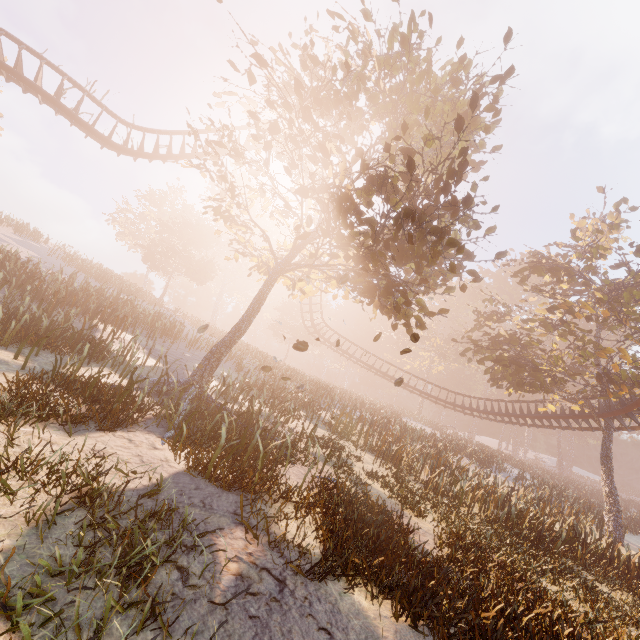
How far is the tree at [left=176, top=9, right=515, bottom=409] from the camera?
8.4m

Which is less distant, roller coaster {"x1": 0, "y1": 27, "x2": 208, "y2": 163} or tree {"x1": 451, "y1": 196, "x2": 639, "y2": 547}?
roller coaster {"x1": 0, "y1": 27, "x2": 208, "y2": 163}

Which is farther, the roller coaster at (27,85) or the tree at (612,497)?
the tree at (612,497)

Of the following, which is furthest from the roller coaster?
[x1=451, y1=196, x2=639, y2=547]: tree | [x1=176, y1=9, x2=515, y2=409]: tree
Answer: [x1=176, y1=9, x2=515, y2=409]: tree

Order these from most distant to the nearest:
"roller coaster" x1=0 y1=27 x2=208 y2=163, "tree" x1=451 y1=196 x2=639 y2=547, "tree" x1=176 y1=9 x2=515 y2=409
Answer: "tree" x1=451 y1=196 x2=639 y2=547 < "roller coaster" x1=0 y1=27 x2=208 y2=163 < "tree" x1=176 y1=9 x2=515 y2=409

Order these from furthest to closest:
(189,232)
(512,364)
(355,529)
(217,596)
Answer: (189,232) → (512,364) → (355,529) → (217,596)

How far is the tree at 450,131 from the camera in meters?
8.4 m
